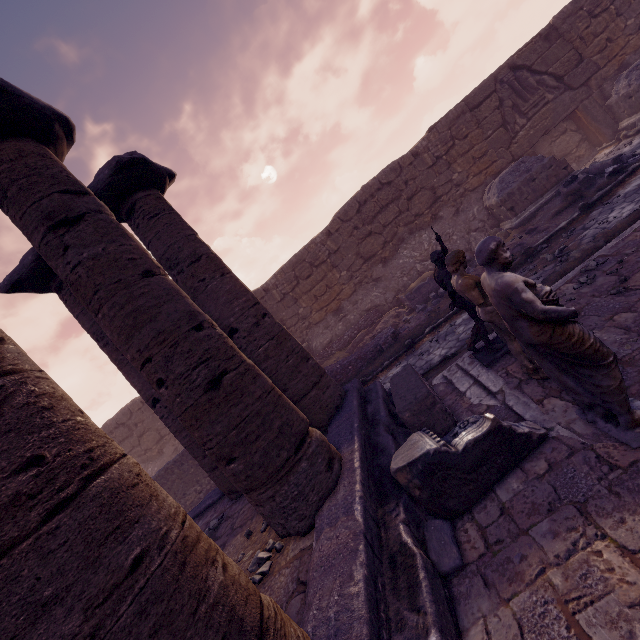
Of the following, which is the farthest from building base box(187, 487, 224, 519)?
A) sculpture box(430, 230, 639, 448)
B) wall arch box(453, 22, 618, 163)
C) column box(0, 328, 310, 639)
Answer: wall arch box(453, 22, 618, 163)

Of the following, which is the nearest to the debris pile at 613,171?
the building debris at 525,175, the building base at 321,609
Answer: the building debris at 525,175

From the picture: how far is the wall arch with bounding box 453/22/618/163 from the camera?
12.1m

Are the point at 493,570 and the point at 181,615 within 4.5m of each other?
yes

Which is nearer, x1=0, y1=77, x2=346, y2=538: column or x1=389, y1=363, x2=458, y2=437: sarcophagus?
x1=0, y1=77, x2=346, y2=538: column

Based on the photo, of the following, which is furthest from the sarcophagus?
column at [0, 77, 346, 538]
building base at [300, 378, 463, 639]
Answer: column at [0, 77, 346, 538]

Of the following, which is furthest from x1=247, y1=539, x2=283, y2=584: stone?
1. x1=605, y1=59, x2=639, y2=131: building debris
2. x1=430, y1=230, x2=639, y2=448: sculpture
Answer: x1=605, y1=59, x2=639, y2=131: building debris

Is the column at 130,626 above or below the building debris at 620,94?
above
